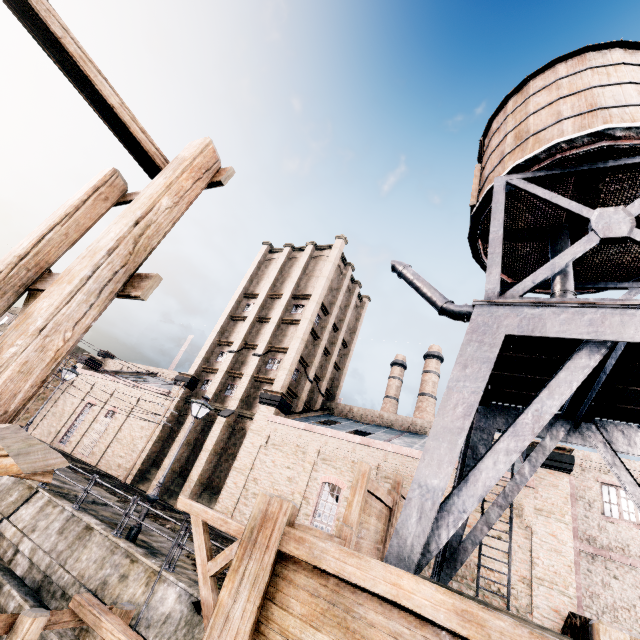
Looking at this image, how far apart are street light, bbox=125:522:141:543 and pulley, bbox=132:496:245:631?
6.3m

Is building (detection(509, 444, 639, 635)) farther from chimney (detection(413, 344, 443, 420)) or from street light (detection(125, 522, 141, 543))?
chimney (detection(413, 344, 443, 420))

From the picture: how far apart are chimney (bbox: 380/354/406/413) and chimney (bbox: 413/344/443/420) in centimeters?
253cm

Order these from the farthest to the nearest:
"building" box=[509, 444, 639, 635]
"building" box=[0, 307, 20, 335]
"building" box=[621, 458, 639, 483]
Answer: "building" box=[0, 307, 20, 335]
"building" box=[621, 458, 639, 483]
"building" box=[509, 444, 639, 635]

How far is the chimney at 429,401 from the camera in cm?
4650

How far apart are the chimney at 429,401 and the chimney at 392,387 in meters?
2.5

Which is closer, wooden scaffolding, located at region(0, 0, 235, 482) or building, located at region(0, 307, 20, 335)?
wooden scaffolding, located at region(0, 0, 235, 482)

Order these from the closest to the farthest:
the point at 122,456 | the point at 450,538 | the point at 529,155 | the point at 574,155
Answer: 1. the point at 574,155
2. the point at 529,155
3. the point at 450,538
4. the point at 122,456
